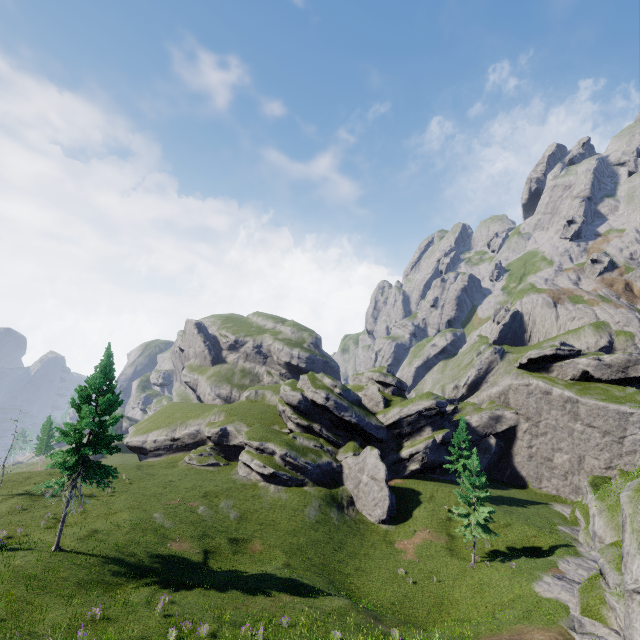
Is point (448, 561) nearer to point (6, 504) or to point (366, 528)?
point (366, 528)

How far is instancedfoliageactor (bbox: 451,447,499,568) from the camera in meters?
31.6

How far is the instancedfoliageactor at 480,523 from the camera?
31.6 meters
